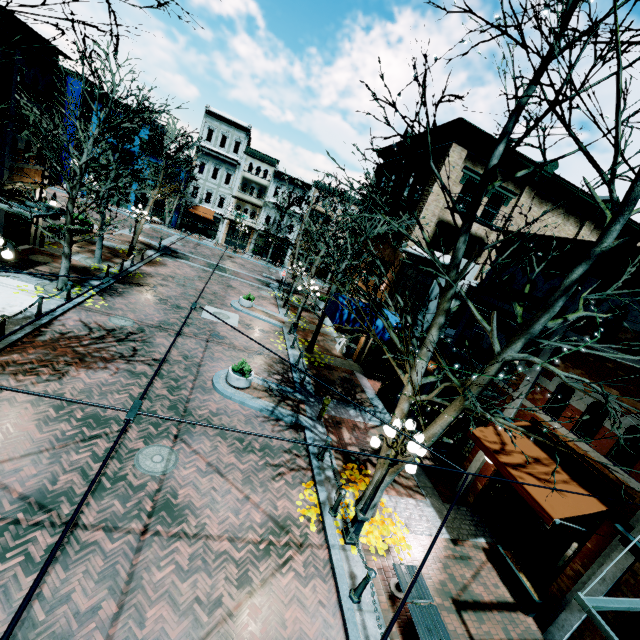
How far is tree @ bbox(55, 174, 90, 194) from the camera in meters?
12.2

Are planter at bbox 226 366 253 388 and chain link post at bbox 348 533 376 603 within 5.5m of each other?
no

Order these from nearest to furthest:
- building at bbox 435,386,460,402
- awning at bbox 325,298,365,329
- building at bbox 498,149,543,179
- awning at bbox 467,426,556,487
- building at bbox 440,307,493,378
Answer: awning at bbox 467,426,556,487 → building at bbox 440,307,493,378 → building at bbox 435,386,460,402 → awning at bbox 325,298,365,329 → building at bbox 498,149,543,179

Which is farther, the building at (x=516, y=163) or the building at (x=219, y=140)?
the building at (x=219, y=140)

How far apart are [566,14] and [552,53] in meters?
0.6

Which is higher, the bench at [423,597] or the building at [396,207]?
the building at [396,207]

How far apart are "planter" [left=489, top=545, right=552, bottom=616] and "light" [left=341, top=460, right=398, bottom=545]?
4.29m

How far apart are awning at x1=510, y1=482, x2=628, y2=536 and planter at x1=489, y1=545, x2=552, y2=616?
2.5 meters
